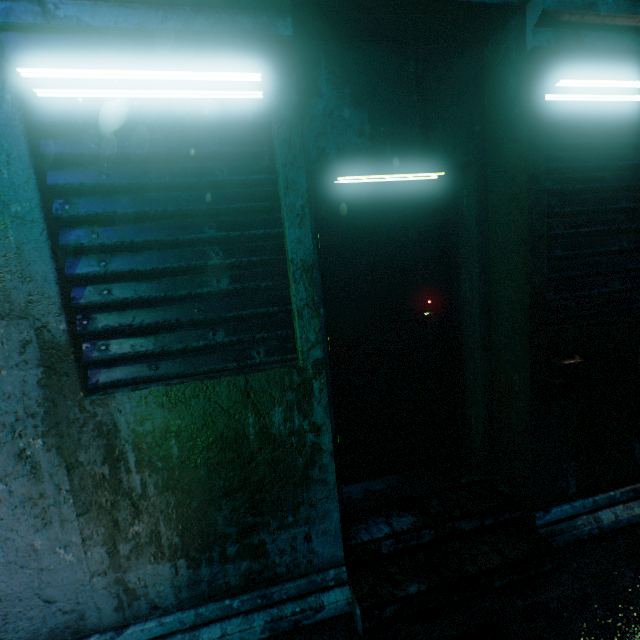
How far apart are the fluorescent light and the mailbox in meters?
1.2 m

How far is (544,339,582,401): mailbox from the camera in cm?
181

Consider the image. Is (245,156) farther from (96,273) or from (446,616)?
(446,616)

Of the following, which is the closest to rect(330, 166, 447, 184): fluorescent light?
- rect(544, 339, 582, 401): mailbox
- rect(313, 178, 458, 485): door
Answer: rect(313, 178, 458, 485): door

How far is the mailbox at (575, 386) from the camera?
1.8m

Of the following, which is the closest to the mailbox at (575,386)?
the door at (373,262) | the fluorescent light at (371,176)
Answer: the door at (373,262)

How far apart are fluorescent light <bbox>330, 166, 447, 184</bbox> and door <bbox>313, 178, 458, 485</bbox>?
0.1m
